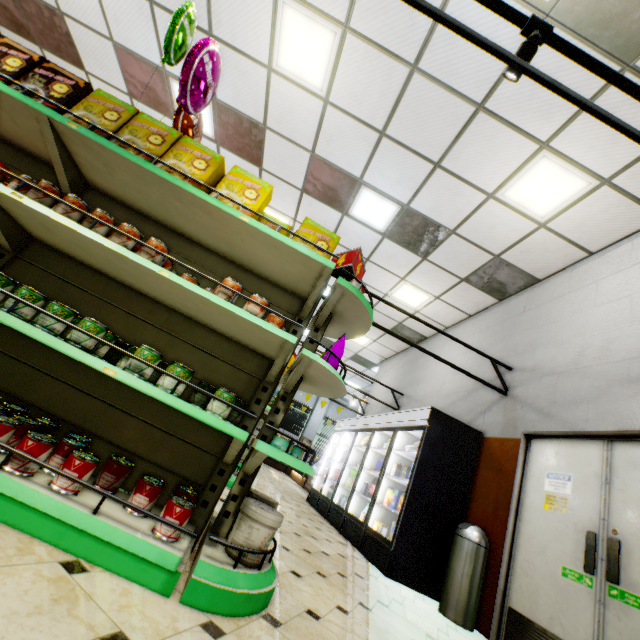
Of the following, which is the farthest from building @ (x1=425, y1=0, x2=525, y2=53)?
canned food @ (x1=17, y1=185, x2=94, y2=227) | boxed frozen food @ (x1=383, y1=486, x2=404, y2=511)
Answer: canned food @ (x1=17, y1=185, x2=94, y2=227)

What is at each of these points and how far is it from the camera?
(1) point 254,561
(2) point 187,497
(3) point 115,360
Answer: (1) pet food tub, 1.7 meters
(2) canned food, 1.9 meters
(3) canned food, 2.1 meters

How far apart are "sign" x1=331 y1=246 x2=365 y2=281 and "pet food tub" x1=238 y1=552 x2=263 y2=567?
1.78m

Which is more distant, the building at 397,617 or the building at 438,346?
the building at 438,346

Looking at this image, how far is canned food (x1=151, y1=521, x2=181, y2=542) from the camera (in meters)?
1.55

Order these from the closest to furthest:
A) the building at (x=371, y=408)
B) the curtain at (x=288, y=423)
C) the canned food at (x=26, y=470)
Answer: the canned food at (x=26, y=470), the building at (x=371, y=408), the curtain at (x=288, y=423)

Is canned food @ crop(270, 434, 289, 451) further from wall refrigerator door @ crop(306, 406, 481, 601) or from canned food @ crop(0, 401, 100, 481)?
wall refrigerator door @ crop(306, 406, 481, 601)

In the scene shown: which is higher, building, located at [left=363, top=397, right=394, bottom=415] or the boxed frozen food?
building, located at [left=363, top=397, right=394, bottom=415]
